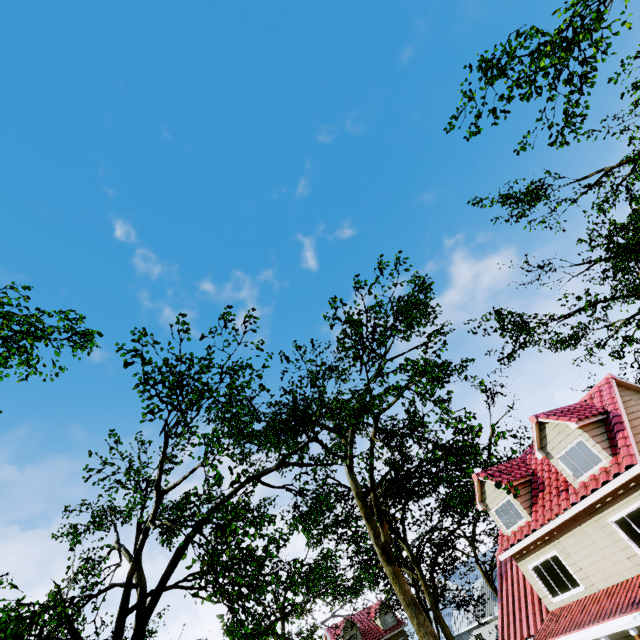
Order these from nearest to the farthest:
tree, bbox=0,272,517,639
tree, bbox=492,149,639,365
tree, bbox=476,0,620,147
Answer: tree, bbox=0,272,517,639 < tree, bbox=476,0,620,147 < tree, bbox=492,149,639,365

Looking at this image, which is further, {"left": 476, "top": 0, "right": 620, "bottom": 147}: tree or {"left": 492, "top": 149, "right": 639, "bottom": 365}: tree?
{"left": 492, "top": 149, "right": 639, "bottom": 365}: tree

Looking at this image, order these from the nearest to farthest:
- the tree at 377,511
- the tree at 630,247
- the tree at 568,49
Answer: the tree at 377,511 → the tree at 568,49 → the tree at 630,247

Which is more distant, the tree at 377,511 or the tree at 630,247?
the tree at 630,247

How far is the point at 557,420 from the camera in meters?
13.1
